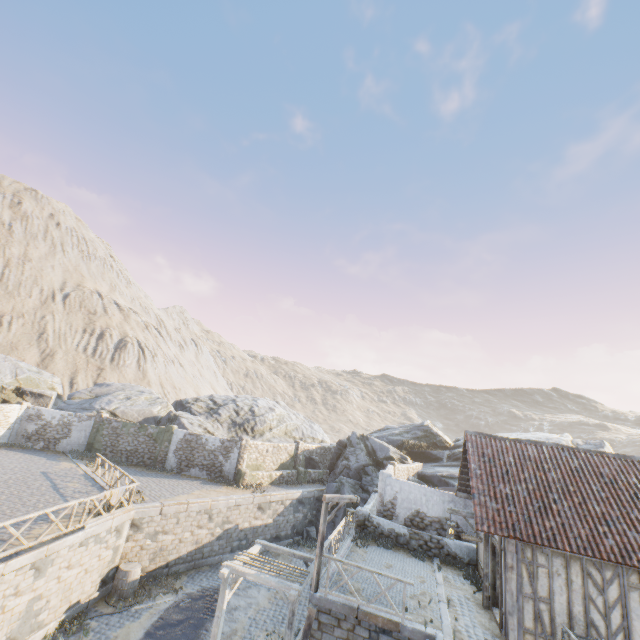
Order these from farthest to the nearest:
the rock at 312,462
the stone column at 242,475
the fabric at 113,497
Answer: the rock at 312,462 < the stone column at 242,475 < the fabric at 113,497

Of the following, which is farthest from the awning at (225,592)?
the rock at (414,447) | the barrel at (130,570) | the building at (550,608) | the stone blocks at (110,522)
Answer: the rock at (414,447)

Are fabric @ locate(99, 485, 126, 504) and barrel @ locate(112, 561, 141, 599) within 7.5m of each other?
yes

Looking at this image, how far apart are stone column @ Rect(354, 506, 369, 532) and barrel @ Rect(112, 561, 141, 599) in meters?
10.4

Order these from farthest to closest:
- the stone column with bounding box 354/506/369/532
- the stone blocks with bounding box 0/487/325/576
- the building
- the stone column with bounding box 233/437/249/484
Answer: the stone column with bounding box 233/437/249/484, the stone column with bounding box 354/506/369/532, the stone blocks with bounding box 0/487/325/576, the building

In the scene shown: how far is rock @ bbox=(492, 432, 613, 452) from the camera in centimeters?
2644cm

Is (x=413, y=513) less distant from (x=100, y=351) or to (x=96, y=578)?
(x=96, y=578)

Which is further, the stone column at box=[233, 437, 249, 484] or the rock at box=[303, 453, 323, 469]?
the rock at box=[303, 453, 323, 469]
